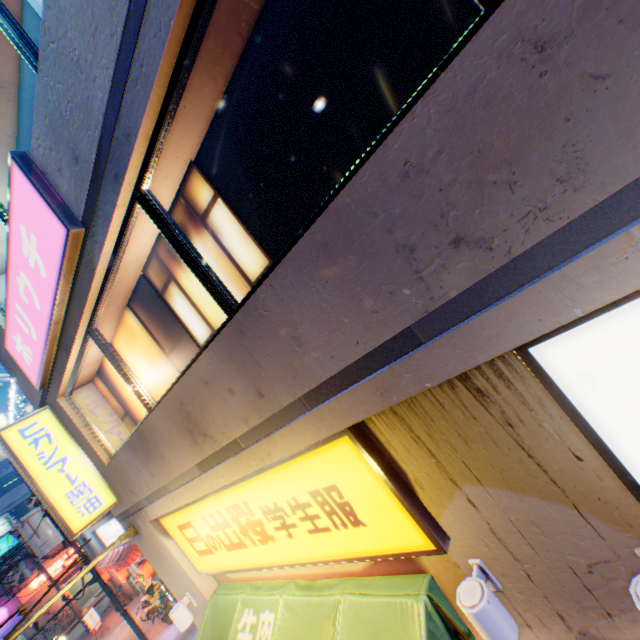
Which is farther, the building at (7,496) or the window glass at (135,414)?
the building at (7,496)

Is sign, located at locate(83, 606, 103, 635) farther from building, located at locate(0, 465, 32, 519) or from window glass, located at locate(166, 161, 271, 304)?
window glass, located at locate(166, 161, 271, 304)

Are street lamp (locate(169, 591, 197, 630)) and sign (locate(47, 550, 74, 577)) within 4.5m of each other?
no

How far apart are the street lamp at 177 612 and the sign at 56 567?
35.1m

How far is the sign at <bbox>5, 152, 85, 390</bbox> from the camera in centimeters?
357cm

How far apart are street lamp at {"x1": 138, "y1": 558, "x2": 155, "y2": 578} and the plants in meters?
0.0

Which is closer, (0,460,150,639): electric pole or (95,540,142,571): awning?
(0,460,150,639): electric pole

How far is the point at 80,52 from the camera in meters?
2.7
